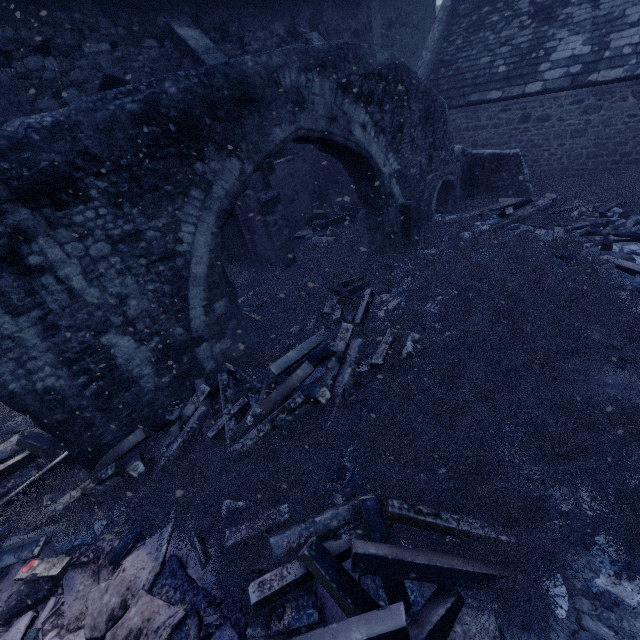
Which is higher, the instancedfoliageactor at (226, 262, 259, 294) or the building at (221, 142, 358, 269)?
the building at (221, 142, 358, 269)

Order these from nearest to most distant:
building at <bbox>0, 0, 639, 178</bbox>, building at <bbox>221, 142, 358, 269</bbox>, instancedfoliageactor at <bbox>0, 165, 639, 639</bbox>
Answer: instancedfoliageactor at <bbox>0, 165, 639, 639</bbox> < building at <bbox>0, 0, 639, 178</bbox> < building at <bbox>221, 142, 358, 269</bbox>

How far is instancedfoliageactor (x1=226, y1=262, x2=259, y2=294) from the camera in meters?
9.4

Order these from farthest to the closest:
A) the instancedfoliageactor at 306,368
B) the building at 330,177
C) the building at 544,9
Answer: the building at 330,177
the building at 544,9
the instancedfoliageactor at 306,368

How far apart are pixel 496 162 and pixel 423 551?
10.7m

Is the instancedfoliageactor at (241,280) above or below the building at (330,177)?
below

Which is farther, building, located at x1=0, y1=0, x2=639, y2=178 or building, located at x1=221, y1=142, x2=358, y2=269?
building, located at x1=221, y1=142, x2=358, y2=269
